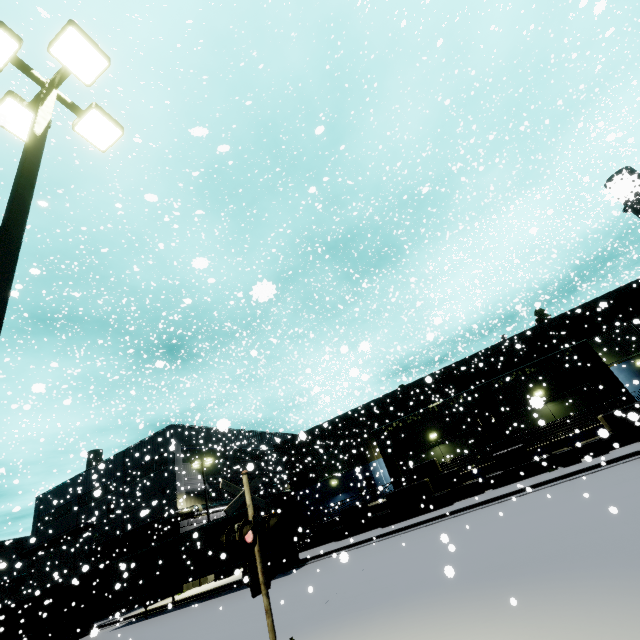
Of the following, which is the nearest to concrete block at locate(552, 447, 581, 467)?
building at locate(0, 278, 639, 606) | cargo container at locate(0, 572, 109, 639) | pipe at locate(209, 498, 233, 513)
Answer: building at locate(0, 278, 639, 606)

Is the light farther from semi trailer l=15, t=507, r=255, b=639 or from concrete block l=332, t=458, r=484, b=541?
concrete block l=332, t=458, r=484, b=541

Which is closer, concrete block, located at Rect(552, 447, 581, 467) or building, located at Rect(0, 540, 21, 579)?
building, located at Rect(0, 540, 21, 579)

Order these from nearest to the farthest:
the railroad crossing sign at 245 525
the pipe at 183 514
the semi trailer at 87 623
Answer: the railroad crossing sign at 245 525
the semi trailer at 87 623
the pipe at 183 514

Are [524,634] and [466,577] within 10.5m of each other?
yes

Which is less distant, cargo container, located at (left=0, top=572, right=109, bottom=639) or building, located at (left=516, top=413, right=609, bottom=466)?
building, located at (left=516, top=413, right=609, bottom=466)

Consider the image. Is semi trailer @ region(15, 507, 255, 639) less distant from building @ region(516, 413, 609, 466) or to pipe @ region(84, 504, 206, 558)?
building @ region(516, 413, 609, 466)

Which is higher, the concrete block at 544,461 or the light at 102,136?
the light at 102,136
